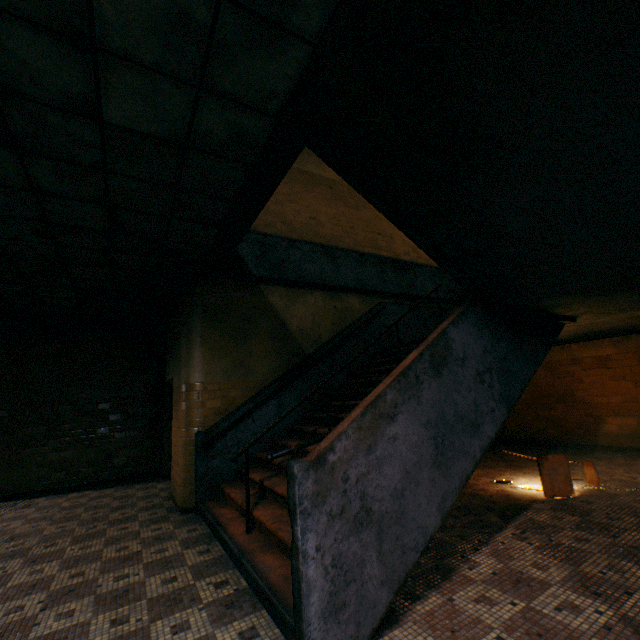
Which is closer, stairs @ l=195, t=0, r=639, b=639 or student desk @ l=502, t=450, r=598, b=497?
stairs @ l=195, t=0, r=639, b=639

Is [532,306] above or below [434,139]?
below

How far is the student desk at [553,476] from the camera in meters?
4.4 m

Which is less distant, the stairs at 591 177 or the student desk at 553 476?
the stairs at 591 177

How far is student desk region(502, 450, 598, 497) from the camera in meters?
4.4
